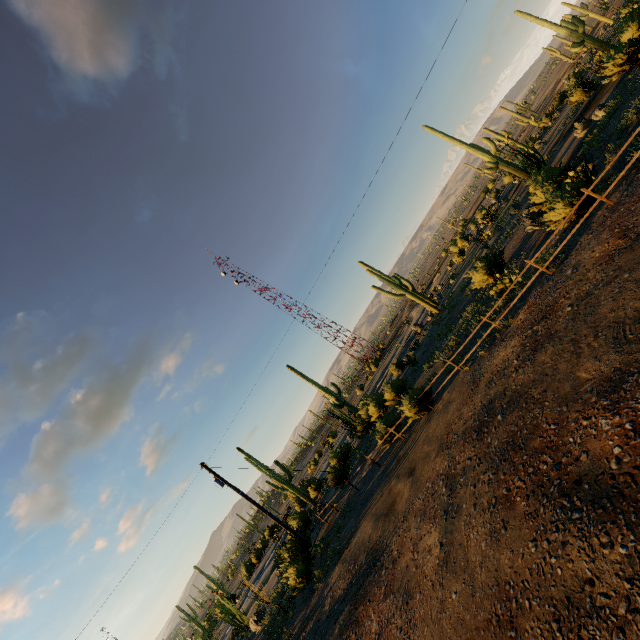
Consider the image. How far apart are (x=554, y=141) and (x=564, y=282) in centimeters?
2995cm

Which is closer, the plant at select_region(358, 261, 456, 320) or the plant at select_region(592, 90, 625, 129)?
the plant at select_region(592, 90, 625, 129)

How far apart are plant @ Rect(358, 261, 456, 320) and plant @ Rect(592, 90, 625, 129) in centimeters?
548cm

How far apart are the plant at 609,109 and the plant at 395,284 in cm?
548

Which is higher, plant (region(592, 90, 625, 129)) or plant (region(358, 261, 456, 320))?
plant (region(358, 261, 456, 320))

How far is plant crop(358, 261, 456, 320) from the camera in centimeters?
3089cm

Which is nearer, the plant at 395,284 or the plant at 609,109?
the plant at 609,109

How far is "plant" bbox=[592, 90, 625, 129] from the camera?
16.6m
